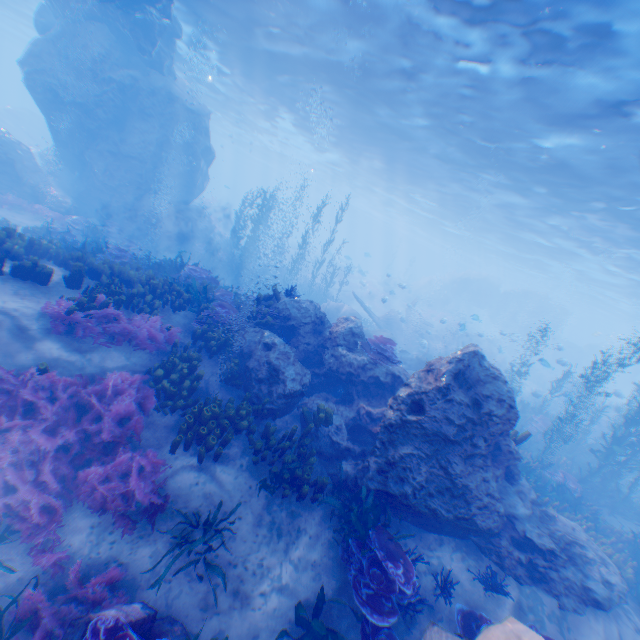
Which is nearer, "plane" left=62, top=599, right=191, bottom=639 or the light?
"plane" left=62, top=599, right=191, bottom=639

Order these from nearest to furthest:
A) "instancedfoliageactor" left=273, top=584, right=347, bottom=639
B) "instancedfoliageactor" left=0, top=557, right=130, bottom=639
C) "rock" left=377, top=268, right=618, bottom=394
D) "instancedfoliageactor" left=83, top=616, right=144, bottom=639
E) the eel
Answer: "instancedfoliageactor" left=83, top=616, right=144, bottom=639 → "instancedfoliageactor" left=0, top=557, right=130, bottom=639 → "instancedfoliageactor" left=273, top=584, right=347, bottom=639 → the eel → "rock" left=377, top=268, right=618, bottom=394

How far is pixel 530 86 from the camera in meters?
10.7 m

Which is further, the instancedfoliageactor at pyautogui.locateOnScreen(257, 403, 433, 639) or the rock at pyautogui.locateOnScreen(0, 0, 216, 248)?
the rock at pyautogui.locateOnScreen(0, 0, 216, 248)

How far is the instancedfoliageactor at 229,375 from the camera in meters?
8.6 m

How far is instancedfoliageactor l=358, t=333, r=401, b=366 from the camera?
9.8 meters

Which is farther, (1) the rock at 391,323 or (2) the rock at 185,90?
(1) the rock at 391,323

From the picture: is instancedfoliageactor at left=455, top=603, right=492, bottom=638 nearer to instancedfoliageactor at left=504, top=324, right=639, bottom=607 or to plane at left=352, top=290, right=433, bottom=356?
instancedfoliageactor at left=504, top=324, right=639, bottom=607
